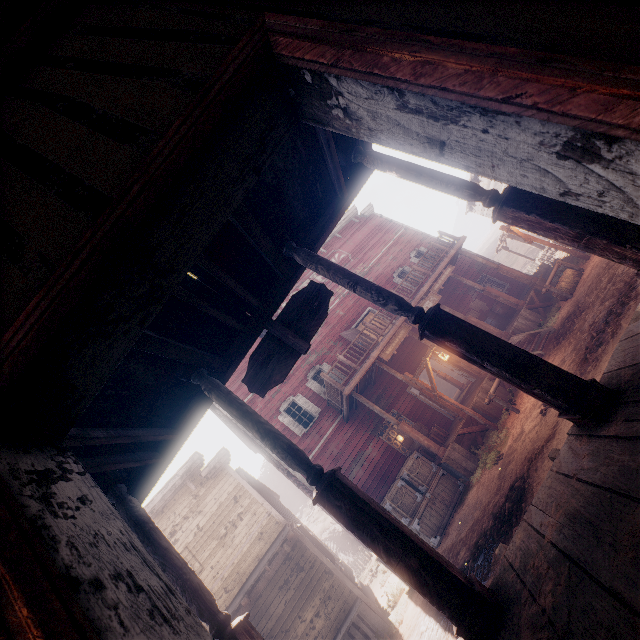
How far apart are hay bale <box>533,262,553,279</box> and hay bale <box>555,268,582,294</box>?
6.29m

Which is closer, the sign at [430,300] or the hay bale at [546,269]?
the sign at [430,300]

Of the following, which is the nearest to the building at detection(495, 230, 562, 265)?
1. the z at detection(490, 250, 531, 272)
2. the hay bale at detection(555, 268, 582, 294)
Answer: the z at detection(490, 250, 531, 272)

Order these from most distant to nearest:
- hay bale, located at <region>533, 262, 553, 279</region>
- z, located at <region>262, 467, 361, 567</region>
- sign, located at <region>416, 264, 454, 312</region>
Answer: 1. z, located at <region>262, 467, 361, 567</region>
2. hay bale, located at <region>533, 262, 553, 279</region>
3. sign, located at <region>416, 264, 454, 312</region>

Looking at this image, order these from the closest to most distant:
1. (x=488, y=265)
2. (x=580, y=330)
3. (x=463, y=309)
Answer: (x=580, y=330), (x=488, y=265), (x=463, y=309)

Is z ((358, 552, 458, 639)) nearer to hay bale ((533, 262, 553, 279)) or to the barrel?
hay bale ((533, 262, 553, 279))

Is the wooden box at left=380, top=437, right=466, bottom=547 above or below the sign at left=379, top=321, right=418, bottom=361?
below

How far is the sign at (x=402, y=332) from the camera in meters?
12.3 m
